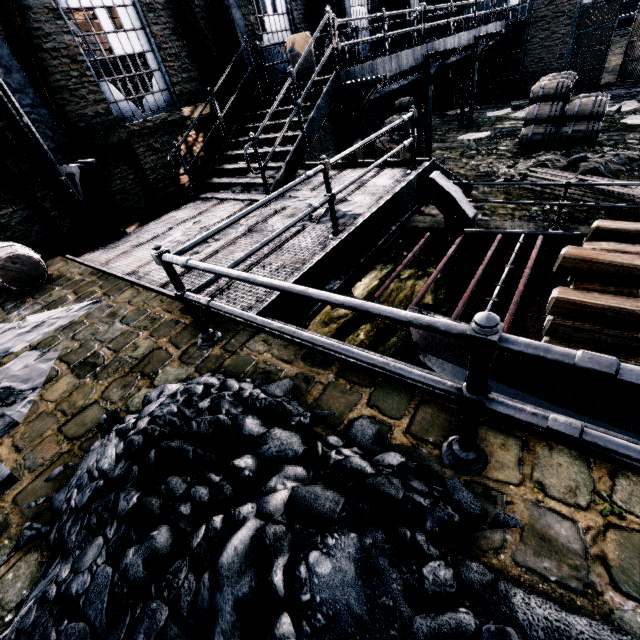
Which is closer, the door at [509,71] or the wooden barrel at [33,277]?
the wooden barrel at [33,277]

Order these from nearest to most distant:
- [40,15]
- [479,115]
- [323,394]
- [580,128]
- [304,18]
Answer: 1. [323,394]
2. [40,15]
3. [580,128]
4. [304,18]
5. [479,115]

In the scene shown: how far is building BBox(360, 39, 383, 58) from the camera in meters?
15.5 m

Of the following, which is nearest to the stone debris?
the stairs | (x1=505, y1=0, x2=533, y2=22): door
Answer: the stairs

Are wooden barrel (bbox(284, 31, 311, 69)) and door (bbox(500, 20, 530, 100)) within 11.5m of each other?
no

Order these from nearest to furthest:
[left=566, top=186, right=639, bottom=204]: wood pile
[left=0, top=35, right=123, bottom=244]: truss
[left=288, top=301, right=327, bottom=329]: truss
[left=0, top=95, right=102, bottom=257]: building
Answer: [left=288, top=301, right=327, bottom=329]: truss → [left=0, top=35, right=123, bottom=244]: truss → [left=0, top=95, right=102, bottom=257]: building → [left=566, top=186, right=639, bottom=204]: wood pile

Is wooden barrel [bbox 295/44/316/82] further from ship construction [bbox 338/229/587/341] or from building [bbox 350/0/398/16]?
ship construction [bbox 338/229/587/341]

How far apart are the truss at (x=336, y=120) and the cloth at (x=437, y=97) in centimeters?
483cm
